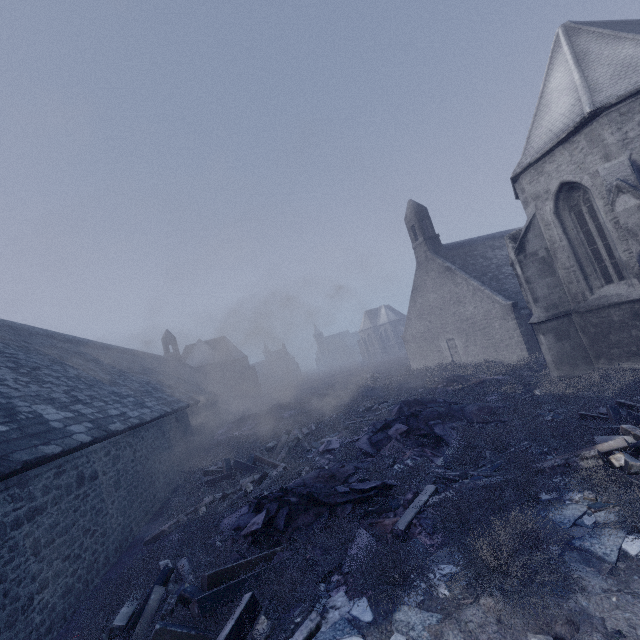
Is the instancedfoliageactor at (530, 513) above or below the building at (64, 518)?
below

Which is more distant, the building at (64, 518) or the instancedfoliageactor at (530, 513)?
the building at (64, 518)

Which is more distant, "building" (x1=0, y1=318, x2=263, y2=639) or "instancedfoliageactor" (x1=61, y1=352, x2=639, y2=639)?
"building" (x1=0, y1=318, x2=263, y2=639)

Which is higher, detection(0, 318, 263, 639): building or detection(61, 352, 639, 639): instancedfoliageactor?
detection(0, 318, 263, 639): building

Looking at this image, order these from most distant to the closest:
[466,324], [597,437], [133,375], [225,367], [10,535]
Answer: [225,367], [466,324], [133,375], [597,437], [10,535]
